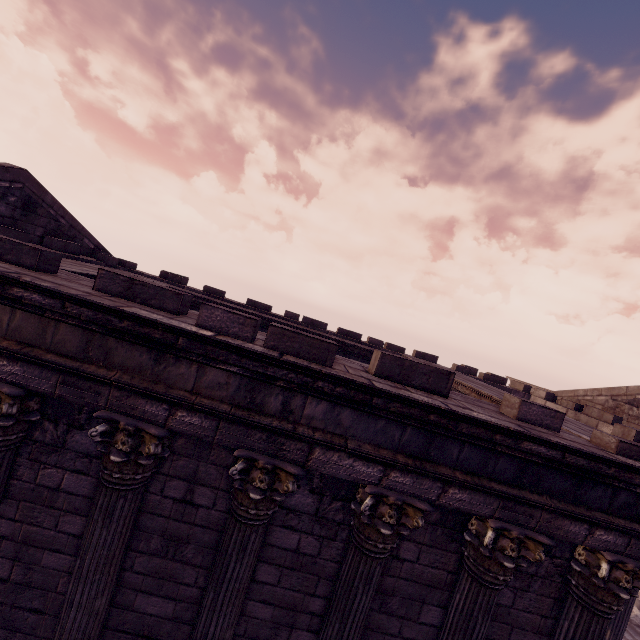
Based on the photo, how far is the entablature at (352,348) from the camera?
5.23m

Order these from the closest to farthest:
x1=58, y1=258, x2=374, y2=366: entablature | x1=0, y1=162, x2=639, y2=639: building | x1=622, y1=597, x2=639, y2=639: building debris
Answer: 1. x1=0, y1=162, x2=639, y2=639: building
2. x1=58, y1=258, x2=374, y2=366: entablature
3. x1=622, y1=597, x2=639, y2=639: building debris

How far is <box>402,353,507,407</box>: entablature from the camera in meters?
5.3

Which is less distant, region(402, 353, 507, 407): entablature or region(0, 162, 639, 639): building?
region(0, 162, 639, 639): building

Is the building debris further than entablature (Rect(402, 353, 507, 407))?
Yes

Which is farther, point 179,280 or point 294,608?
point 179,280
